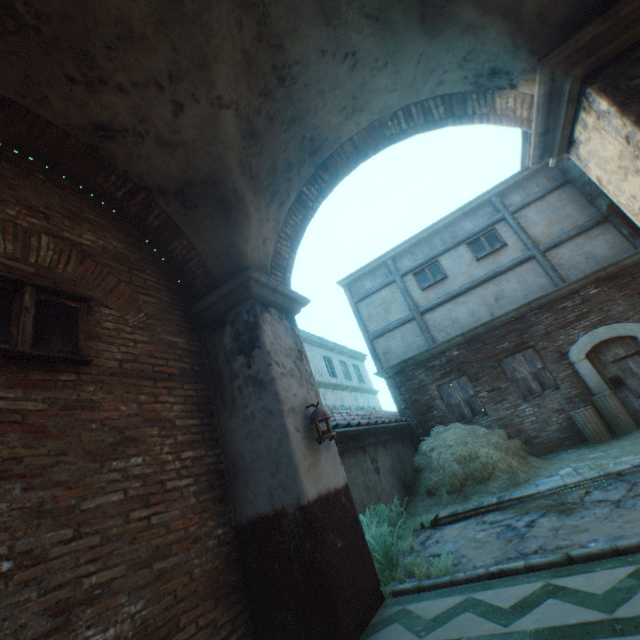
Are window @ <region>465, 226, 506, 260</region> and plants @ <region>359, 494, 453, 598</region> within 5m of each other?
no

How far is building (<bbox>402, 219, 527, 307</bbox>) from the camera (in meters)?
10.28

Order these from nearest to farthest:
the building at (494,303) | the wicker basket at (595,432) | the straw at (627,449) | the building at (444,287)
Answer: the straw at (627,449), the wicker basket at (595,432), the building at (494,303), the building at (444,287)

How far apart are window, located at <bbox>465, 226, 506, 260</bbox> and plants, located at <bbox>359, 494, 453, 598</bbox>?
8.2m

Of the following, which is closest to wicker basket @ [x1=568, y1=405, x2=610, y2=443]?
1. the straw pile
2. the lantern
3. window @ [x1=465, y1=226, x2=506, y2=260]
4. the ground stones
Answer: the straw pile

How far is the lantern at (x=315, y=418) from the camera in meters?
3.7

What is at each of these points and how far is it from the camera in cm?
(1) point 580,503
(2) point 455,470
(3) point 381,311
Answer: (1) ground stones, 435
(2) straw pile, 703
(3) building, 1195

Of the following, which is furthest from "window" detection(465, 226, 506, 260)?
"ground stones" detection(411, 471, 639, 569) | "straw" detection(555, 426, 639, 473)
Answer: "ground stones" detection(411, 471, 639, 569)
